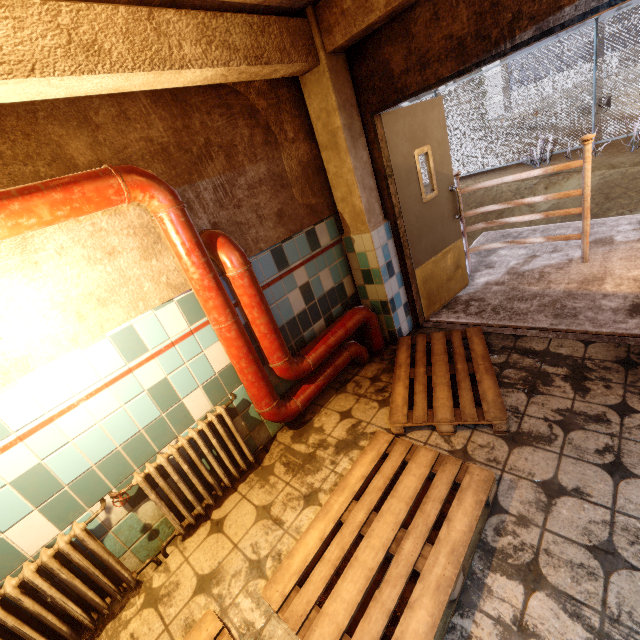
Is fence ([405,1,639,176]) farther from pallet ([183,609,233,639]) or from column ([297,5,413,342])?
column ([297,5,413,342])

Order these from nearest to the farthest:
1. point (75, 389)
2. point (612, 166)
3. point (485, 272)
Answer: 1. point (75, 389)
2. point (485, 272)
3. point (612, 166)

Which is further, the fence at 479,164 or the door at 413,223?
the fence at 479,164

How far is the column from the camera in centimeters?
263cm

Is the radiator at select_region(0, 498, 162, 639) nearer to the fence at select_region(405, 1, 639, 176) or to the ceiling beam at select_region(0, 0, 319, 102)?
the ceiling beam at select_region(0, 0, 319, 102)

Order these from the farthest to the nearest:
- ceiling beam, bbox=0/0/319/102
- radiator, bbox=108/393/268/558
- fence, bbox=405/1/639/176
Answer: fence, bbox=405/1/639/176 → radiator, bbox=108/393/268/558 → ceiling beam, bbox=0/0/319/102

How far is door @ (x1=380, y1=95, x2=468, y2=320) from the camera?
3.10m

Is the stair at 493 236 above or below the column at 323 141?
below
